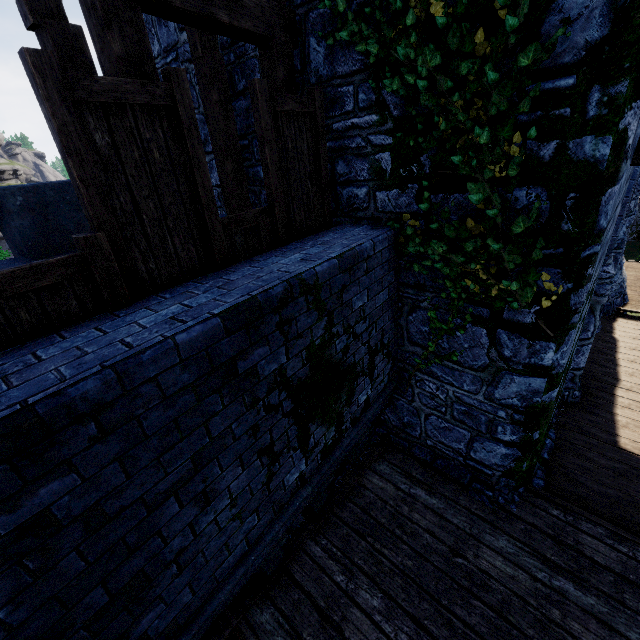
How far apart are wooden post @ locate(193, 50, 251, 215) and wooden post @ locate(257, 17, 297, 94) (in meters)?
1.10

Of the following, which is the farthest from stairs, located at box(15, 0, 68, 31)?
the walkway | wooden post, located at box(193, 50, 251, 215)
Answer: the walkway

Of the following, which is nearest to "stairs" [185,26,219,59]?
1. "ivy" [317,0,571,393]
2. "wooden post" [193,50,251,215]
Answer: "wooden post" [193,50,251,215]

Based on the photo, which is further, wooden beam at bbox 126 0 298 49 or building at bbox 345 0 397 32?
building at bbox 345 0 397 32

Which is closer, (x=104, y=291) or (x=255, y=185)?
(x=104, y=291)

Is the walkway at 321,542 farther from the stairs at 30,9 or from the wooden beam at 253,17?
the wooden beam at 253,17

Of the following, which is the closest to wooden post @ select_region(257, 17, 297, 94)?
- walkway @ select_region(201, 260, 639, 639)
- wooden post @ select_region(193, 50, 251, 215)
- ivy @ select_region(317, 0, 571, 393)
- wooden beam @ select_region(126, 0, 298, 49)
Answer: wooden beam @ select_region(126, 0, 298, 49)

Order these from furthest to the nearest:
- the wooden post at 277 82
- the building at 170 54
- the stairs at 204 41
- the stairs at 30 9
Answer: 1. the building at 170 54
2. the stairs at 204 41
3. the wooden post at 277 82
4. the stairs at 30 9
